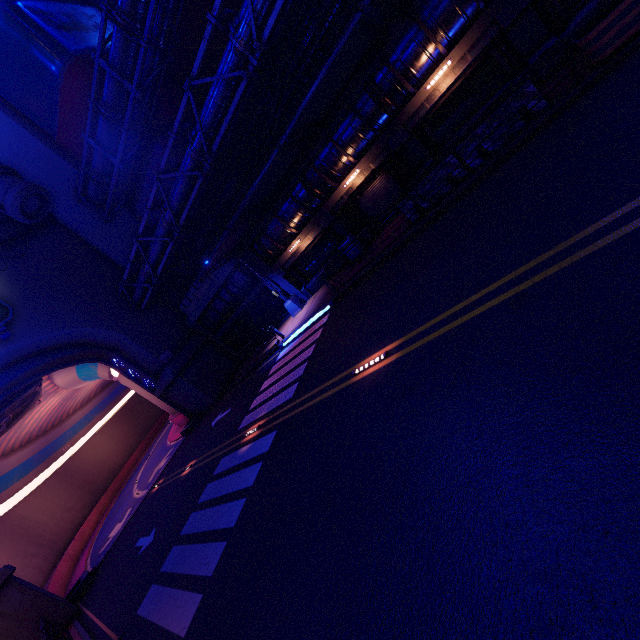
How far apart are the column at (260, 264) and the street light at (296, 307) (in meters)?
0.01

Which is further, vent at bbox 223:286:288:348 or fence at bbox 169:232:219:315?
vent at bbox 223:286:288:348

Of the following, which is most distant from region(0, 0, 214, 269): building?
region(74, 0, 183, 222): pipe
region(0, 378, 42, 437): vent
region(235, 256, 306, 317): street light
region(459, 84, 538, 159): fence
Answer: region(459, 84, 538, 159): fence

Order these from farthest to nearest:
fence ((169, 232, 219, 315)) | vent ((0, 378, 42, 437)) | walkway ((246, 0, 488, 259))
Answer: vent ((0, 378, 42, 437)) < fence ((169, 232, 219, 315)) < walkway ((246, 0, 488, 259))

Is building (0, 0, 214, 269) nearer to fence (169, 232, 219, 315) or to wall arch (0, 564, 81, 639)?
wall arch (0, 564, 81, 639)

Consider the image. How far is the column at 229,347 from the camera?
26.0m

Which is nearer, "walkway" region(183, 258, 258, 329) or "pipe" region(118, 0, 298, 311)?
"pipe" region(118, 0, 298, 311)

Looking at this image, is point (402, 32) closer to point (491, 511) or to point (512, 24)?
point (512, 24)
